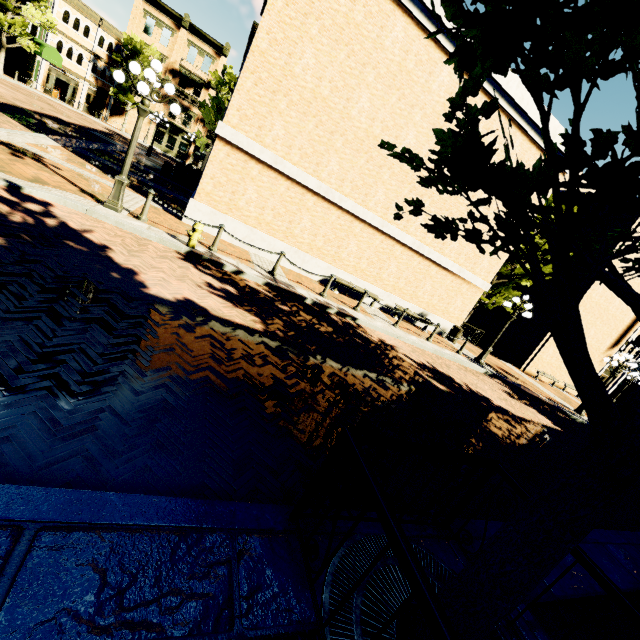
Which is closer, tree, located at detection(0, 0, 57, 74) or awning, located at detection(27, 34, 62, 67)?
tree, located at detection(0, 0, 57, 74)

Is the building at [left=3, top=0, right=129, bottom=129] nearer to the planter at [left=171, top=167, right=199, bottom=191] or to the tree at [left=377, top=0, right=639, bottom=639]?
the tree at [left=377, top=0, right=639, bottom=639]

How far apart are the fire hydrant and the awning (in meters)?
36.90

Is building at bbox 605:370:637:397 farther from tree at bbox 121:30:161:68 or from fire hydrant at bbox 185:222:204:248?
fire hydrant at bbox 185:222:204:248

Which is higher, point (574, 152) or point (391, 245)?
point (574, 152)

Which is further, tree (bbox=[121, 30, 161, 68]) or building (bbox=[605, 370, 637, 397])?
tree (bbox=[121, 30, 161, 68])

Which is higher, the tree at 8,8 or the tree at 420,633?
the tree at 8,8

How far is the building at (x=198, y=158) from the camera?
44.3 meters
